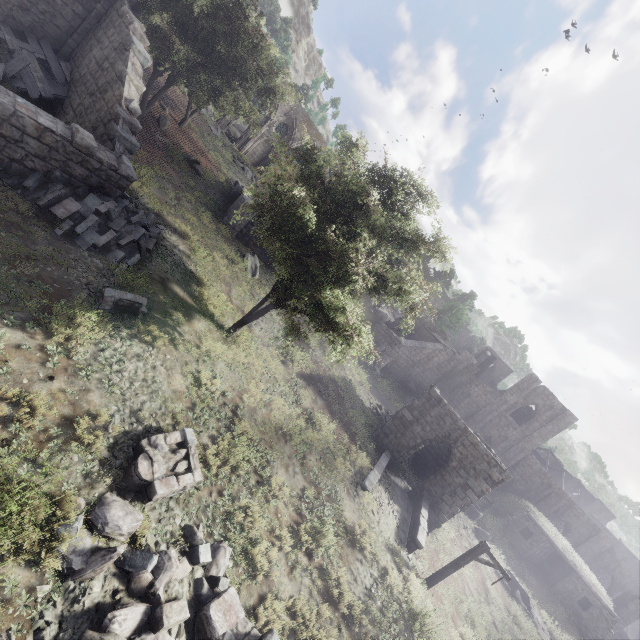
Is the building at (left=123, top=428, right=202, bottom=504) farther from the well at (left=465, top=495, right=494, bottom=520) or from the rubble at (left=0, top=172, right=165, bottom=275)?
the well at (left=465, top=495, right=494, bottom=520)

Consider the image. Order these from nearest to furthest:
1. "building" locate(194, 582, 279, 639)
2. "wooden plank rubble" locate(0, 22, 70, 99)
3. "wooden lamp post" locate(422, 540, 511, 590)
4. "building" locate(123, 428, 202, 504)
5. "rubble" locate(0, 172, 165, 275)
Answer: "building" locate(194, 582, 279, 639) < "building" locate(123, 428, 202, 504) < "rubble" locate(0, 172, 165, 275) < "wooden plank rubble" locate(0, 22, 70, 99) < "wooden lamp post" locate(422, 540, 511, 590)

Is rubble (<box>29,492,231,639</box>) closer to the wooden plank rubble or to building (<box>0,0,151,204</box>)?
building (<box>0,0,151,204</box>)

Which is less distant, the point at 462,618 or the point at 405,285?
the point at 405,285

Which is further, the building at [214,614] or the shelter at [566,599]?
the shelter at [566,599]

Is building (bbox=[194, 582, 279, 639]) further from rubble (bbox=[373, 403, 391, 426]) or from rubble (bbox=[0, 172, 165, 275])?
rubble (bbox=[373, 403, 391, 426])

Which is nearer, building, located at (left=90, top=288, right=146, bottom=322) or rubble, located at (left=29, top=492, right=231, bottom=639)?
rubble, located at (left=29, top=492, right=231, bottom=639)

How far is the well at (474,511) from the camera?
25.0 meters
